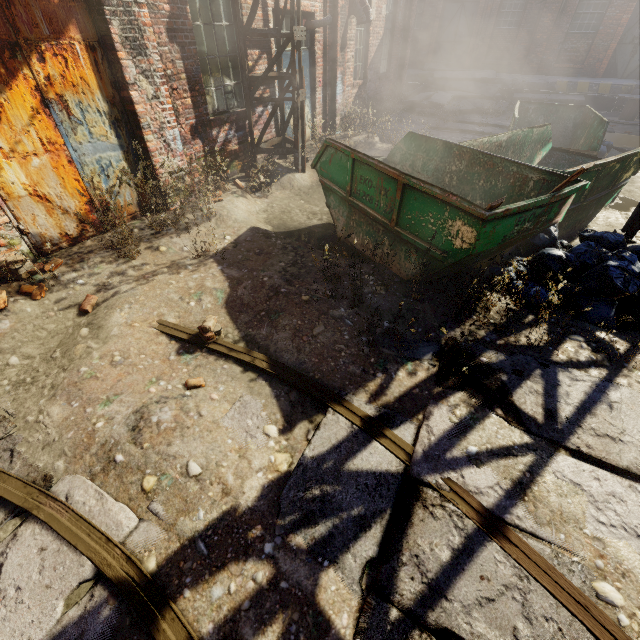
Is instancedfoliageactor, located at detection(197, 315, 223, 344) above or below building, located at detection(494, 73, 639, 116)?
below

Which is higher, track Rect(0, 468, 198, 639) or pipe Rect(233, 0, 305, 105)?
pipe Rect(233, 0, 305, 105)

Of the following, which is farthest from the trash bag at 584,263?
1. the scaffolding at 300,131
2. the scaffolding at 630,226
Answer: the scaffolding at 300,131

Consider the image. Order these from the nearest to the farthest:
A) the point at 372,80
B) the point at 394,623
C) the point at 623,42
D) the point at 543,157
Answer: the point at 394,623 → the point at 543,157 → the point at 372,80 → the point at 623,42

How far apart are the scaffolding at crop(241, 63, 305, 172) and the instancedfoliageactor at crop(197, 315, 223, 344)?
5.2m

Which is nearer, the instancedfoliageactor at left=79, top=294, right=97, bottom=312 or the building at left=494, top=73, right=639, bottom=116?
the instancedfoliageactor at left=79, top=294, right=97, bottom=312

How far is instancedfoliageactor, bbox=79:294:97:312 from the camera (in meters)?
3.90

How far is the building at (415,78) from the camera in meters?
17.9 m
